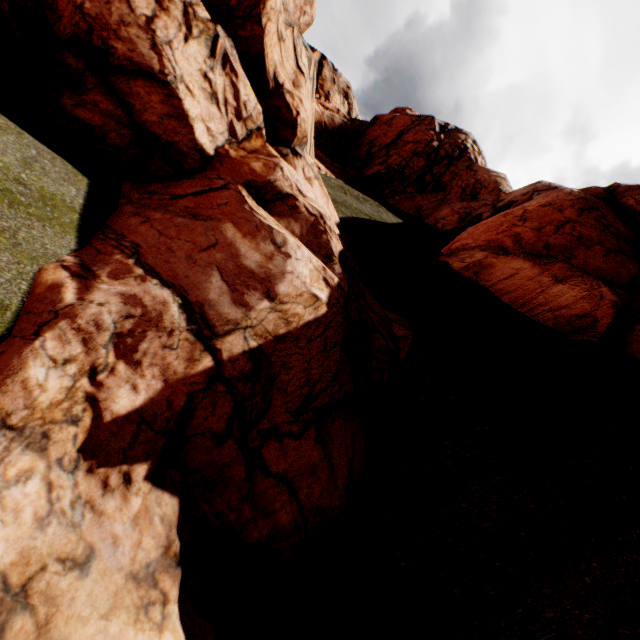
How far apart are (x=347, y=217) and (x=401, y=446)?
13.7 meters
